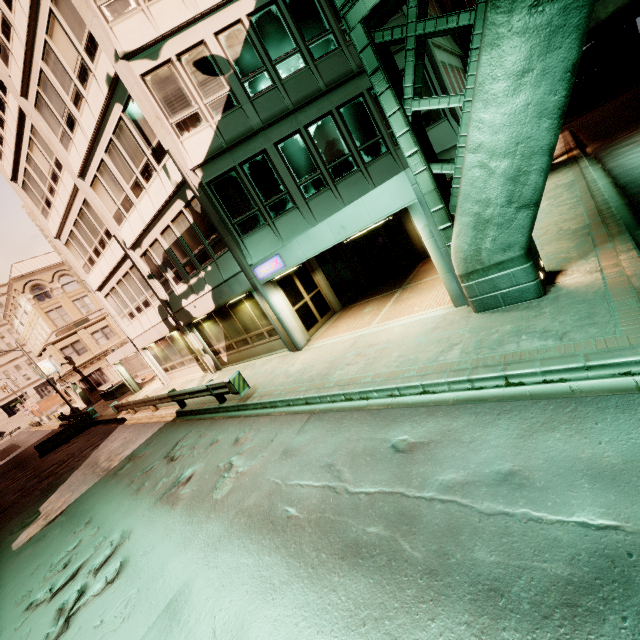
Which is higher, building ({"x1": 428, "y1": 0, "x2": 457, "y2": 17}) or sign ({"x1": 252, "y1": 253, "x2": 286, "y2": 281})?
building ({"x1": 428, "y1": 0, "x2": 457, "y2": 17})

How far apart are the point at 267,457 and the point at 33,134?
19.2m

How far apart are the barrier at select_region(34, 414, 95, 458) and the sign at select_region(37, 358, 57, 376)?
16.36m

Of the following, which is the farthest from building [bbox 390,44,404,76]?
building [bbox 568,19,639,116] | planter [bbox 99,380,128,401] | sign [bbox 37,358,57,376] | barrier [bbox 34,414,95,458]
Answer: building [bbox 568,19,639,116]

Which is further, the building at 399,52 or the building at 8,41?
the building at 399,52

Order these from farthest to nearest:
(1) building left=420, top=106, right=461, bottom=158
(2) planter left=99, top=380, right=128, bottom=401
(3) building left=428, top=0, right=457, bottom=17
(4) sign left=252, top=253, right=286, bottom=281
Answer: (2) planter left=99, top=380, right=128, bottom=401
(3) building left=428, top=0, right=457, bottom=17
(4) sign left=252, top=253, right=286, bottom=281
(1) building left=420, top=106, right=461, bottom=158

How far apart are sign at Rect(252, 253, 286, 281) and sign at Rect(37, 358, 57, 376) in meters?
38.4

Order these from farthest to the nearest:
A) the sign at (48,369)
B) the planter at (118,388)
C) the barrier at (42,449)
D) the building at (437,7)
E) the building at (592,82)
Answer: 1. the sign at (48,369)
2. the building at (592,82)
3. the planter at (118,388)
4. the barrier at (42,449)
5. the building at (437,7)
